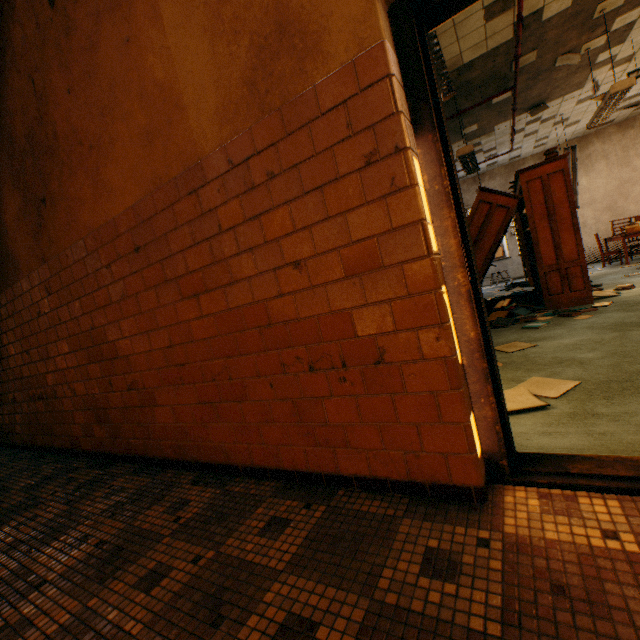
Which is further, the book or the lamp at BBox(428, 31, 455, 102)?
the book

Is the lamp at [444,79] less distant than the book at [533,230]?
Yes

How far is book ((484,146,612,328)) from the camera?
4.70m

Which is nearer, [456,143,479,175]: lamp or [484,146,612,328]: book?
[484,146,612,328]: book

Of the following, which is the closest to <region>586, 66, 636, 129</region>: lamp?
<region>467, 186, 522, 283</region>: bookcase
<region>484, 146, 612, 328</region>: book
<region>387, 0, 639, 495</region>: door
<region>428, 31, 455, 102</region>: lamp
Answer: <region>484, 146, 612, 328</region>: book

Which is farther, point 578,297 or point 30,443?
point 578,297

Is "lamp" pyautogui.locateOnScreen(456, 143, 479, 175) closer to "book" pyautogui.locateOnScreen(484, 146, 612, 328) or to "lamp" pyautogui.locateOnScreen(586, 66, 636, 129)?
"book" pyautogui.locateOnScreen(484, 146, 612, 328)

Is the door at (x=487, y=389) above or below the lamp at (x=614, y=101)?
below
